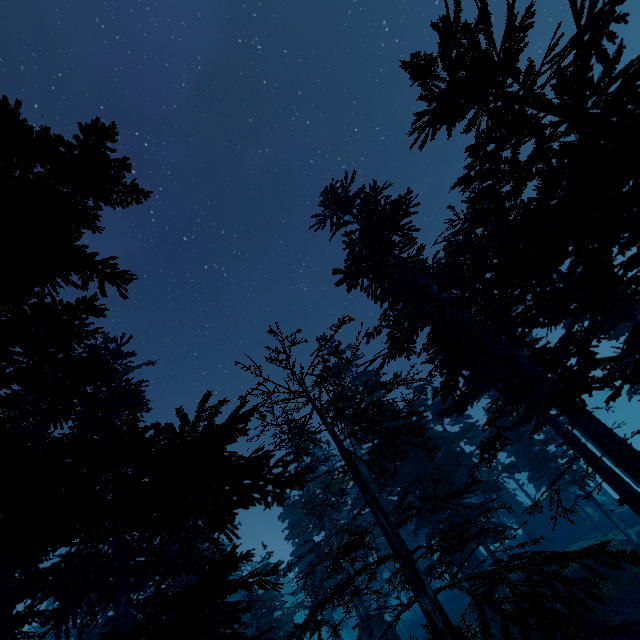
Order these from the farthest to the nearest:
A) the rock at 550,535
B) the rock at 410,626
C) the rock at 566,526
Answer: the rock at 410,626, the rock at 550,535, the rock at 566,526

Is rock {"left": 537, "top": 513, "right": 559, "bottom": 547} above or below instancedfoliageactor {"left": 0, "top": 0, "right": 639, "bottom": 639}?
below

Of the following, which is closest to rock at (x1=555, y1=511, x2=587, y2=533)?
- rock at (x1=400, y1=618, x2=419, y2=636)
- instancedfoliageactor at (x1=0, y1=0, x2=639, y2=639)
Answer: instancedfoliageactor at (x1=0, y1=0, x2=639, y2=639)

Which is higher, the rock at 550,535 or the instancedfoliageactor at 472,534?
the instancedfoliageactor at 472,534

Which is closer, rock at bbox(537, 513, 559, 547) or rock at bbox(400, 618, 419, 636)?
rock at bbox(537, 513, 559, 547)

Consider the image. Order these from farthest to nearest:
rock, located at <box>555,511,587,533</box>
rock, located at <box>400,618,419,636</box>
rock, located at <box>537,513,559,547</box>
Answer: rock, located at <box>400,618,419,636</box>
rock, located at <box>537,513,559,547</box>
rock, located at <box>555,511,587,533</box>

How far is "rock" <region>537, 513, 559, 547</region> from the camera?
35.0 meters

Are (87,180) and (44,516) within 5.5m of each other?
yes
